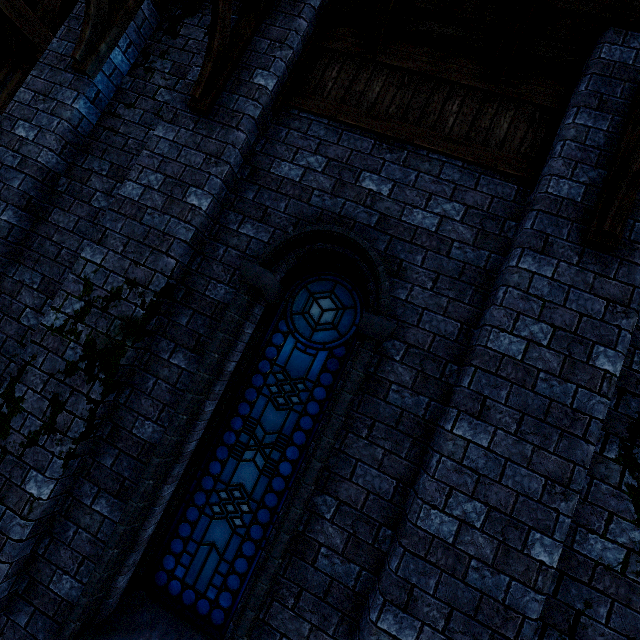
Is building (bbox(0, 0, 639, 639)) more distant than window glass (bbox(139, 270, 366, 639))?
No

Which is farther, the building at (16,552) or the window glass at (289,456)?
the window glass at (289,456)

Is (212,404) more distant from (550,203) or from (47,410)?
(550,203)
